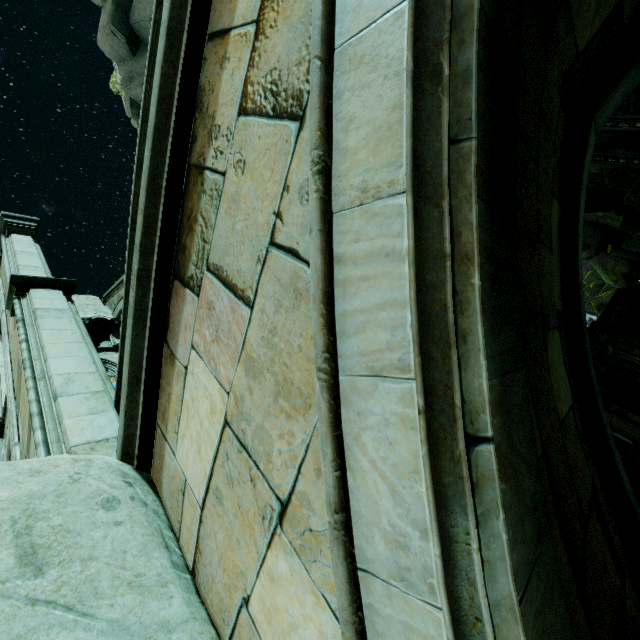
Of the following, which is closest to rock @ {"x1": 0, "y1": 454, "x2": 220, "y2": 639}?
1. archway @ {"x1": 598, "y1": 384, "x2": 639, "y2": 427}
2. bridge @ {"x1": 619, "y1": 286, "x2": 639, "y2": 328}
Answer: archway @ {"x1": 598, "y1": 384, "x2": 639, "y2": 427}

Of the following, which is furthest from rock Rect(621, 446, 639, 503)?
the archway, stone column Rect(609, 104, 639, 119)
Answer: stone column Rect(609, 104, 639, 119)

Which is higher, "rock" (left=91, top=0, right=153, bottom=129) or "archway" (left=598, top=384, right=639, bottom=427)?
"rock" (left=91, top=0, right=153, bottom=129)

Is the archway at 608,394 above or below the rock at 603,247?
below

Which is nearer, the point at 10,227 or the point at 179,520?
the point at 179,520

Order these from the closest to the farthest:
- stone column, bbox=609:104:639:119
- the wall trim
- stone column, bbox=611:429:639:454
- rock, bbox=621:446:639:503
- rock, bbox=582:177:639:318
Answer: rock, bbox=621:446:639:503, stone column, bbox=611:429:639:454, stone column, bbox=609:104:639:119, rock, bbox=582:177:639:318, the wall trim

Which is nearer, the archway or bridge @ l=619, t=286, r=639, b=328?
the archway

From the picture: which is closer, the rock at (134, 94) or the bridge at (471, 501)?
the bridge at (471, 501)
